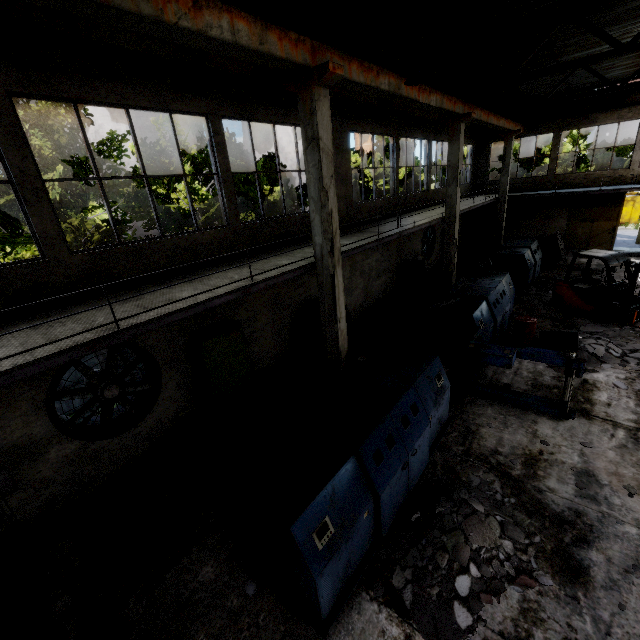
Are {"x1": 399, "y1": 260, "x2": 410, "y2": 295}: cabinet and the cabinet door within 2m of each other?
yes

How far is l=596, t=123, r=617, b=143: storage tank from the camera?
53.8m

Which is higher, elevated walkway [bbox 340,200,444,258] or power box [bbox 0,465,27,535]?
elevated walkway [bbox 340,200,444,258]

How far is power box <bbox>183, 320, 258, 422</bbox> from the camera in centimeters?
824cm

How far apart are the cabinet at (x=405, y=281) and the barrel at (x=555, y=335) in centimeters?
699cm

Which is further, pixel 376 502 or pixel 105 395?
pixel 105 395

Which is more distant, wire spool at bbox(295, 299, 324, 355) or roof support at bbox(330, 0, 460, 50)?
wire spool at bbox(295, 299, 324, 355)

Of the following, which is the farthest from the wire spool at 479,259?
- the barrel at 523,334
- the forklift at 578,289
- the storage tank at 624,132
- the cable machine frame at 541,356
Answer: the storage tank at 624,132
